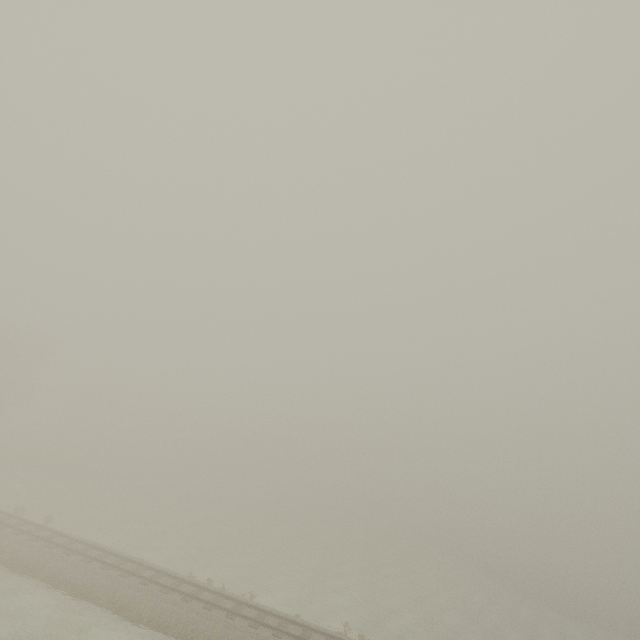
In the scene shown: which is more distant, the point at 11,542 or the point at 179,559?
the point at 179,559
